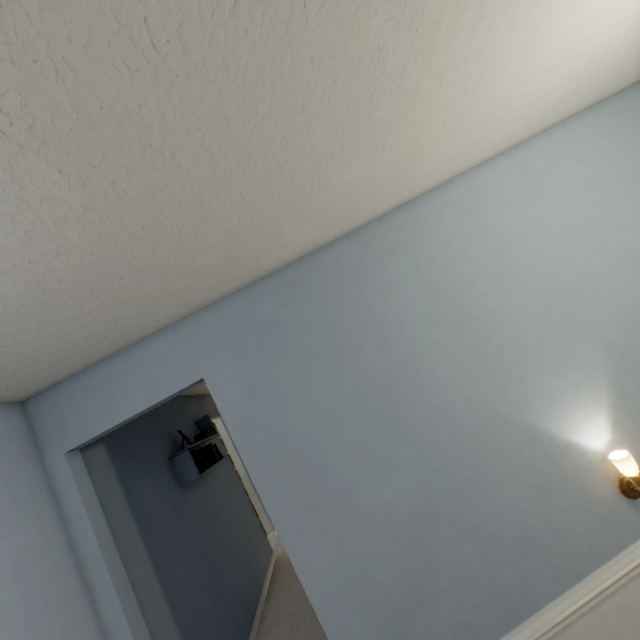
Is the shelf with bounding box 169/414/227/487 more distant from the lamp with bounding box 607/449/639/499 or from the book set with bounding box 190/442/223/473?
the lamp with bounding box 607/449/639/499

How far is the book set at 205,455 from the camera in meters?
3.3 m

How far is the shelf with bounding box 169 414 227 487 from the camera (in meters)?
3.13

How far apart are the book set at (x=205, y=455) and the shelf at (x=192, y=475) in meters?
0.0

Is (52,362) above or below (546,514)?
above

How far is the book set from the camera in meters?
3.3

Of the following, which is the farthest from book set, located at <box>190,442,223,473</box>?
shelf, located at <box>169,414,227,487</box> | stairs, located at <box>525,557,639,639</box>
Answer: stairs, located at <box>525,557,639,639</box>

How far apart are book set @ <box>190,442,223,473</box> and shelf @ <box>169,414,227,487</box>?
0.0m
